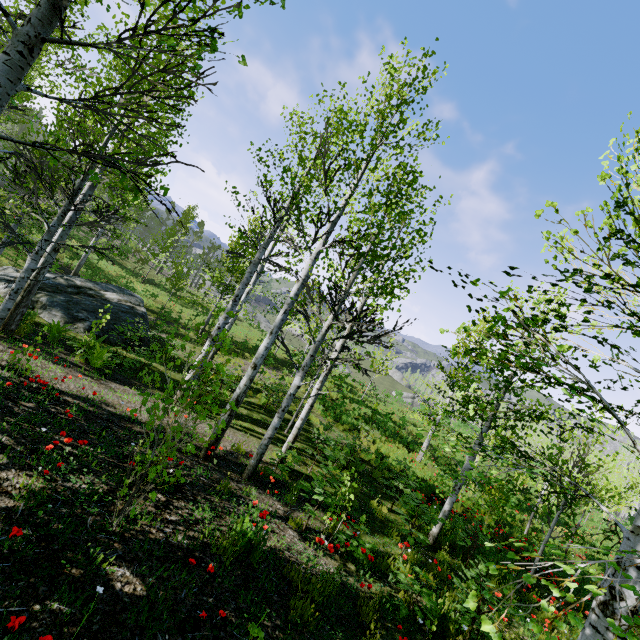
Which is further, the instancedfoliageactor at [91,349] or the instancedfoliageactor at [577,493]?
the instancedfoliageactor at [91,349]

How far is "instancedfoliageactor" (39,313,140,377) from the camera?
8.1m

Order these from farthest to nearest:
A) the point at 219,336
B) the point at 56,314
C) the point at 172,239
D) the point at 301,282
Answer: the point at 172,239
the point at 56,314
the point at 301,282
the point at 219,336

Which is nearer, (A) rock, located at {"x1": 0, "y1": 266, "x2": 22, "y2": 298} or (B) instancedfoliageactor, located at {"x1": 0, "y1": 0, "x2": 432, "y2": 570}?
(B) instancedfoliageactor, located at {"x1": 0, "y1": 0, "x2": 432, "y2": 570}

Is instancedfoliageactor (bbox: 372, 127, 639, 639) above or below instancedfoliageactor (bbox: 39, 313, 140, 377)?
above

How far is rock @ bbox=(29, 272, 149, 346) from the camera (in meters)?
11.08

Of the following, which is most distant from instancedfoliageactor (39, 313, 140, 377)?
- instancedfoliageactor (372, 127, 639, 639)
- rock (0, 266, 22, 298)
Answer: instancedfoliageactor (372, 127, 639, 639)

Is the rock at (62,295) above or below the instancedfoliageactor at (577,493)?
below
